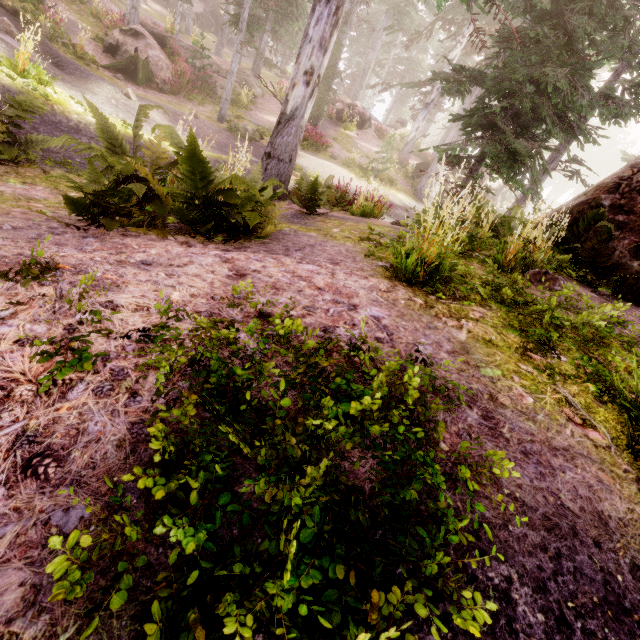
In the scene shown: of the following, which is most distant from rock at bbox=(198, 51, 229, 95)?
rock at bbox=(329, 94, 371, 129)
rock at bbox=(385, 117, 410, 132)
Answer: rock at bbox=(385, 117, 410, 132)

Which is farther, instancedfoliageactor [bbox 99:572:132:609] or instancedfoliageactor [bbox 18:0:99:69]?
instancedfoliageactor [bbox 18:0:99:69]

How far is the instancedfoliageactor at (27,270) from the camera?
2.0 meters

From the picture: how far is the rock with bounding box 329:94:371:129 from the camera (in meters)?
25.50

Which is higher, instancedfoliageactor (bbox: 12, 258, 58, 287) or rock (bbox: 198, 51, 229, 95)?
rock (bbox: 198, 51, 229, 95)

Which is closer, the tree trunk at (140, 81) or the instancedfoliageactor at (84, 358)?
the instancedfoliageactor at (84, 358)

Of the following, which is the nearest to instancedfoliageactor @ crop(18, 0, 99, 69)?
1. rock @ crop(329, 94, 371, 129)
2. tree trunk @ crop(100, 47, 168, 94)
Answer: rock @ crop(329, 94, 371, 129)

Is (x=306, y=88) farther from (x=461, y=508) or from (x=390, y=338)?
(x=461, y=508)
